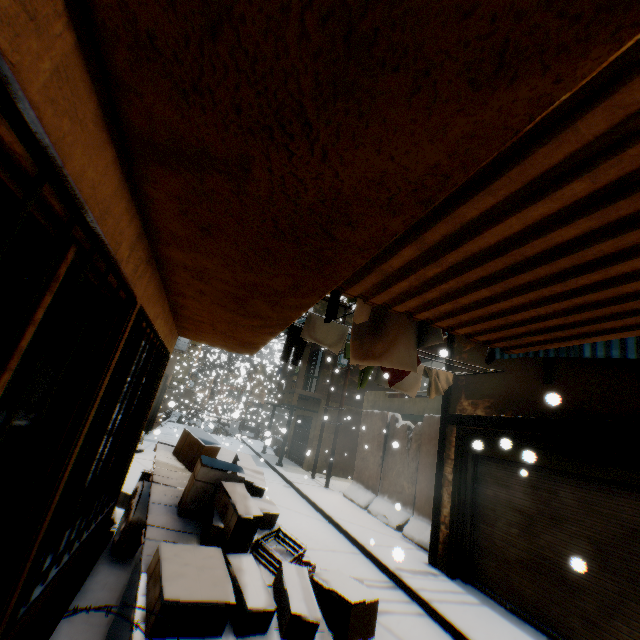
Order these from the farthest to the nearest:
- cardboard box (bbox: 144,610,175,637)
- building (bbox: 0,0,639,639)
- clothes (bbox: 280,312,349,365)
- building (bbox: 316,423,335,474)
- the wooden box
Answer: building (bbox: 316,423,335,474), clothes (bbox: 280,312,349,365), the wooden box, cardboard box (bbox: 144,610,175,637), building (bbox: 0,0,639,639)

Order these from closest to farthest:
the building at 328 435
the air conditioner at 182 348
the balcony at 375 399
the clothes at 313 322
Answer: the clothes at 313 322
the balcony at 375 399
the air conditioner at 182 348
the building at 328 435

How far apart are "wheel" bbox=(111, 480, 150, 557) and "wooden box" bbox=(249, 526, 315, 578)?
1.6m

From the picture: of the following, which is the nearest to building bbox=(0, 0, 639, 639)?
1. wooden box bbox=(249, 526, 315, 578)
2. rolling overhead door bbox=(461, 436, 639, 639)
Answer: rolling overhead door bbox=(461, 436, 639, 639)

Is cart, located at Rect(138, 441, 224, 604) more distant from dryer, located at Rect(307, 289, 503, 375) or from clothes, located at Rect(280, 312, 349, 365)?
dryer, located at Rect(307, 289, 503, 375)

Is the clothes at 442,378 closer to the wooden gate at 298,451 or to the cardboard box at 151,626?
the cardboard box at 151,626

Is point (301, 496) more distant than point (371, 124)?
Yes
